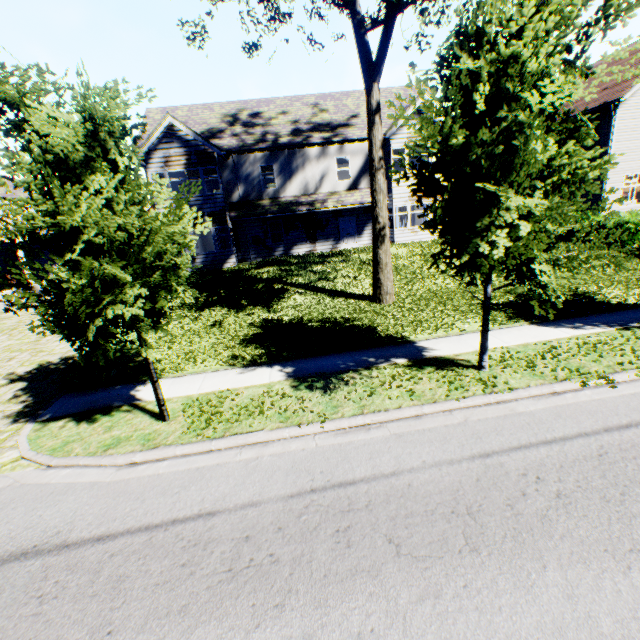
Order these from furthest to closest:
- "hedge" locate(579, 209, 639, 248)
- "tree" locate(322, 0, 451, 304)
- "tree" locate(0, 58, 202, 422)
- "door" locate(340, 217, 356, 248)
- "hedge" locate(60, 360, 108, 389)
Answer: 1. "door" locate(340, 217, 356, 248)
2. "hedge" locate(579, 209, 639, 248)
3. "tree" locate(322, 0, 451, 304)
4. "hedge" locate(60, 360, 108, 389)
5. "tree" locate(0, 58, 202, 422)

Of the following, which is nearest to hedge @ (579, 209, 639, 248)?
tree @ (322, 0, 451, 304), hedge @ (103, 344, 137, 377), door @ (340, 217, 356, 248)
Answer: tree @ (322, 0, 451, 304)

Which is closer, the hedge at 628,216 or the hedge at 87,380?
the hedge at 87,380

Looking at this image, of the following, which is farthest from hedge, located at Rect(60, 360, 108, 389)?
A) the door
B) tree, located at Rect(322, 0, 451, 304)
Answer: the door

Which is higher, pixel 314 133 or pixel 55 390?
pixel 314 133

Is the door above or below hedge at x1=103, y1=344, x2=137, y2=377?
above

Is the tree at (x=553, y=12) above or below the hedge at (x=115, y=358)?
above
